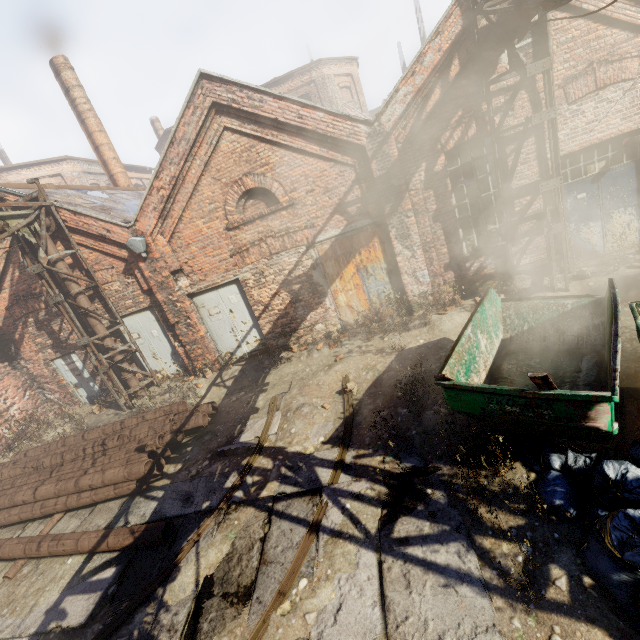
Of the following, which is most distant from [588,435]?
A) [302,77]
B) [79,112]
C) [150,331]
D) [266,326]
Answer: [302,77]

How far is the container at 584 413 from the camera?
3.4 meters

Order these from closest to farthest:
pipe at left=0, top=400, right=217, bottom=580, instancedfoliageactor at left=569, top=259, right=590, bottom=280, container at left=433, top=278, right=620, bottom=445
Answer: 1. container at left=433, top=278, right=620, bottom=445
2. pipe at left=0, top=400, right=217, bottom=580
3. instancedfoliageactor at left=569, top=259, right=590, bottom=280

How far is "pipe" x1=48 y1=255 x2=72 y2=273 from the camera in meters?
9.0

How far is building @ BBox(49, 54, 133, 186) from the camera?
13.5 meters

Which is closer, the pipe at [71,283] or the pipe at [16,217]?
the pipe at [16,217]

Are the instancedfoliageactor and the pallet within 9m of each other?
yes

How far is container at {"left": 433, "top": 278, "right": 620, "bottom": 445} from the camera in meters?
3.4 m
